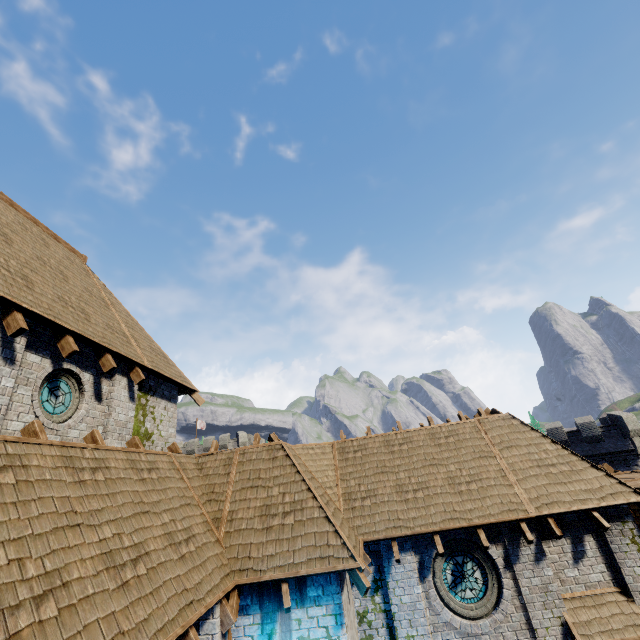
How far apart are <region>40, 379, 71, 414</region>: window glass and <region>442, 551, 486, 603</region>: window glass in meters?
11.7

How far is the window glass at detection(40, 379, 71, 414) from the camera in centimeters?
763cm

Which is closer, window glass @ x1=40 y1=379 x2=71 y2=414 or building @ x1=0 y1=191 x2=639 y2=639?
building @ x1=0 y1=191 x2=639 y2=639

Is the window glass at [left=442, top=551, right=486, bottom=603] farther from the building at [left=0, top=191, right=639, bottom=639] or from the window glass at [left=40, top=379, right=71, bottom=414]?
the window glass at [left=40, top=379, right=71, bottom=414]

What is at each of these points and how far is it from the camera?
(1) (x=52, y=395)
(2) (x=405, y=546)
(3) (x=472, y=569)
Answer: (1) window glass, 7.8 meters
(2) building, 10.1 meters
(3) window glass, 10.0 meters

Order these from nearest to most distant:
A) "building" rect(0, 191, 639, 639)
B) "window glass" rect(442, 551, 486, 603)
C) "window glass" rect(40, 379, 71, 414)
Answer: "building" rect(0, 191, 639, 639) → "window glass" rect(40, 379, 71, 414) → "window glass" rect(442, 551, 486, 603)

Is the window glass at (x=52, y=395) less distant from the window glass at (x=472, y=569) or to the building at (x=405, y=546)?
the building at (x=405, y=546)

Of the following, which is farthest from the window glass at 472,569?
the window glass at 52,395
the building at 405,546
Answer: the window glass at 52,395
